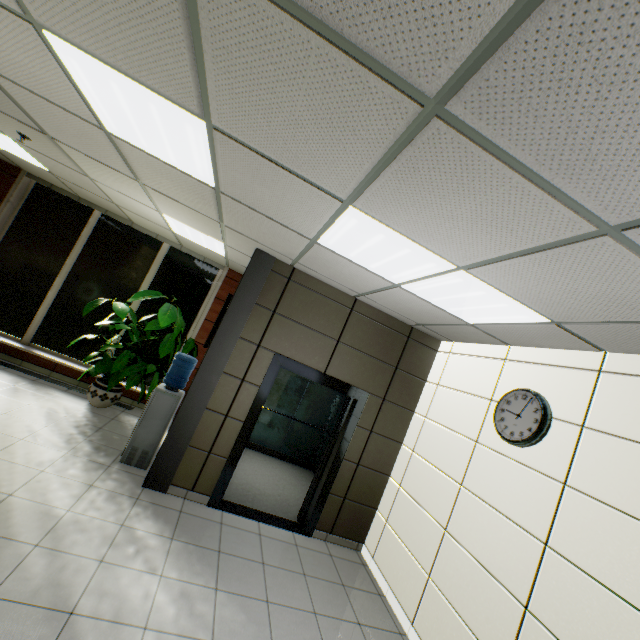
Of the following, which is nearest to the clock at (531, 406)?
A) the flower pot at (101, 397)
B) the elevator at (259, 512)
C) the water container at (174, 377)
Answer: the elevator at (259, 512)

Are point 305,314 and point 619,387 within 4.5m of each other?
yes

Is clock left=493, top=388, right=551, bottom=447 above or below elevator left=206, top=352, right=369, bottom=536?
above

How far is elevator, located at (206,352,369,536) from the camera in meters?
4.3 m

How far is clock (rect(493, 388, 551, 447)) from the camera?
2.95m

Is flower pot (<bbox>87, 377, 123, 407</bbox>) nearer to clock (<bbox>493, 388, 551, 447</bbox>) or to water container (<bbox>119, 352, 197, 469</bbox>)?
water container (<bbox>119, 352, 197, 469</bbox>)

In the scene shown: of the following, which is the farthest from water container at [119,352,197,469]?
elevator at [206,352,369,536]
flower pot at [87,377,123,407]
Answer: elevator at [206,352,369,536]

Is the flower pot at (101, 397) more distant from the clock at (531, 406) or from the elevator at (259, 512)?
the clock at (531, 406)
